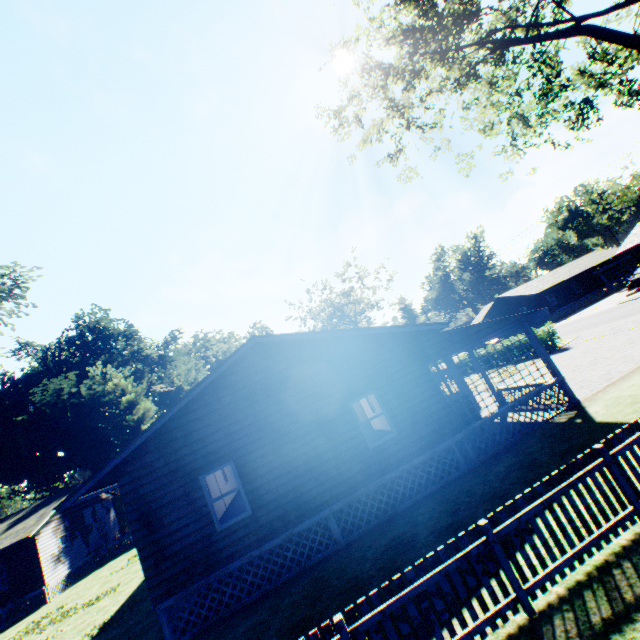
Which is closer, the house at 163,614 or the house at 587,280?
the house at 163,614

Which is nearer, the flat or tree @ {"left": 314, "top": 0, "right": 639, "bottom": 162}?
the flat

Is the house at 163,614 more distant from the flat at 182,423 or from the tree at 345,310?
the tree at 345,310

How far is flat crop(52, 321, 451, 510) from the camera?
9.3 meters

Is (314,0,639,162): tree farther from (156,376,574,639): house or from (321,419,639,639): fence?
(156,376,574,639): house

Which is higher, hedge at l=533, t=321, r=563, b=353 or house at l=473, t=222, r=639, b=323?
house at l=473, t=222, r=639, b=323

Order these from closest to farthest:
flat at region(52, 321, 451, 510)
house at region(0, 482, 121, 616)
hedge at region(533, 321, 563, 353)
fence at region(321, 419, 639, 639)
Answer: fence at region(321, 419, 639, 639)
flat at region(52, 321, 451, 510)
house at region(0, 482, 121, 616)
hedge at region(533, 321, 563, 353)

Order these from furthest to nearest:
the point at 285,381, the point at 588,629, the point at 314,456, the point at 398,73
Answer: the point at 398,73, the point at 285,381, the point at 314,456, the point at 588,629
